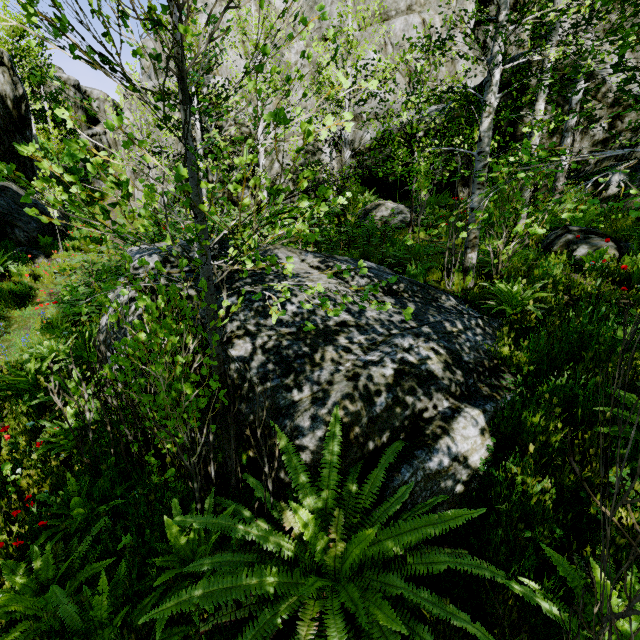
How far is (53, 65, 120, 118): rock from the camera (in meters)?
36.50

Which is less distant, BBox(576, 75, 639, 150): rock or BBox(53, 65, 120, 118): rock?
BBox(576, 75, 639, 150): rock

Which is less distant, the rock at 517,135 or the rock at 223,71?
the rock at 517,135

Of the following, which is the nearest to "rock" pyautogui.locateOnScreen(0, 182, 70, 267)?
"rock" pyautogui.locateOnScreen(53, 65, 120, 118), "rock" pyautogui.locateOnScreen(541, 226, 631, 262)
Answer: "rock" pyautogui.locateOnScreen(53, 65, 120, 118)

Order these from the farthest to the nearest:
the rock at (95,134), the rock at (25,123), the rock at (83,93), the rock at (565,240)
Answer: the rock at (83,93) < the rock at (95,134) < the rock at (25,123) < the rock at (565,240)

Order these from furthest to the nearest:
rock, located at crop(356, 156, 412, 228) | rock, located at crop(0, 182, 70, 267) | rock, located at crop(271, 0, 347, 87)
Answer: rock, located at crop(271, 0, 347, 87) < rock, located at crop(356, 156, 412, 228) < rock, located at crop(0, 182, 70, 267)

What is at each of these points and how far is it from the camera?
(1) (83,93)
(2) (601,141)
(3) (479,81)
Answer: (1) rock, 41.4 meters
(2) rock, 10.3 meters
(3) rock, 17.0 meters

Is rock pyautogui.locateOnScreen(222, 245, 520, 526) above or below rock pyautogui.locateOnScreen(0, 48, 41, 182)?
below
